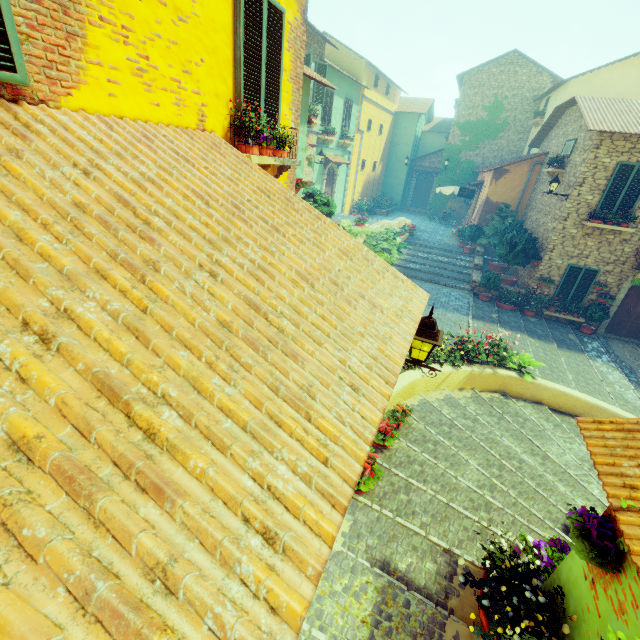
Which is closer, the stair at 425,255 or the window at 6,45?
the window at 6,45

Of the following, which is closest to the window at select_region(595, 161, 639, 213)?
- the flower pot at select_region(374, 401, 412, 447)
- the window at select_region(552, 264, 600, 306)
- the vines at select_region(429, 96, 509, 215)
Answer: the window at select_region(552, 264, 600, 306)

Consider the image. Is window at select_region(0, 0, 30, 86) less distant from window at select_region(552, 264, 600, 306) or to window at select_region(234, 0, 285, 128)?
window at select_region(234, 0, 285, 128)

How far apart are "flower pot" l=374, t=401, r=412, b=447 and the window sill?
4.83m

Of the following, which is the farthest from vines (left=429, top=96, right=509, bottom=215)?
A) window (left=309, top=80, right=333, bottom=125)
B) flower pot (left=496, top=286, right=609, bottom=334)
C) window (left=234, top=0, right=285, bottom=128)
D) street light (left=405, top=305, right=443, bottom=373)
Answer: street light (left=405, top=305, right=443, bottom=373)

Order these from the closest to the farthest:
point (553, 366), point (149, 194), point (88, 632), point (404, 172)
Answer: point (88, 632), point (149, 194), point (553, 366), point (404, 172)

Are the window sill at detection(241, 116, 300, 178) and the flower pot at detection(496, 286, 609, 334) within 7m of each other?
no

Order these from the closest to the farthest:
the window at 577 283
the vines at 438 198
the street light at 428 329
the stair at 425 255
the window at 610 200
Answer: the street light at 428 329 → the window at 610 200 → the window at 577 283 → the stair at 425 255 → the vines at 438 198
